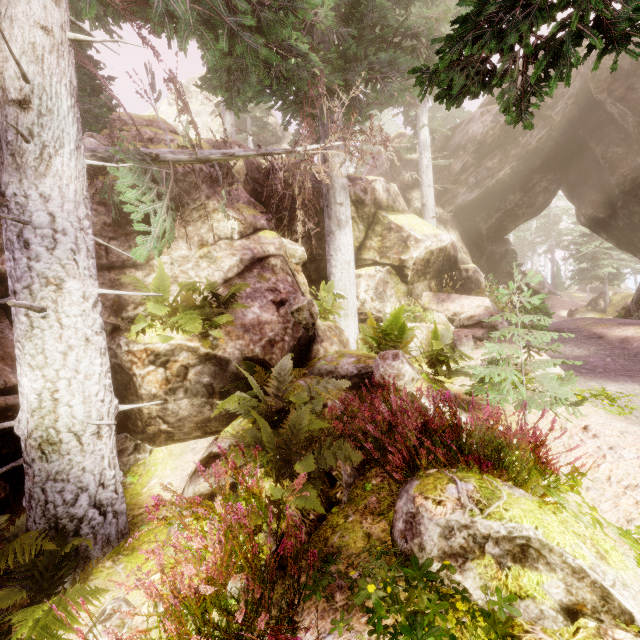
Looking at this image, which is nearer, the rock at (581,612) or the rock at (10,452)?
the rock at (581,612)

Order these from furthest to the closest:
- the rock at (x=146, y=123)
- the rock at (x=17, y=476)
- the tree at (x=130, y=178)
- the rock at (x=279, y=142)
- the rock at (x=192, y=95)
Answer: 1. the rock at (x=279, y=142)
2. the rock at (x=192, y=95)
3. the rock at (x=146, y=123)
4. the tree at (x=130, y=178)
5. the rock at (x=17, y=476)

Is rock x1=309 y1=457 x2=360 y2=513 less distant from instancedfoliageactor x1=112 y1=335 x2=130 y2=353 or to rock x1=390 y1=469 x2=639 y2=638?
instancedfoliageactor x1=112 y1=335 x2=130 y2=353

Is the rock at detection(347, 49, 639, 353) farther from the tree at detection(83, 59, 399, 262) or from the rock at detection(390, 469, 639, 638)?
the rock at detection(390, 469, 639, 638)

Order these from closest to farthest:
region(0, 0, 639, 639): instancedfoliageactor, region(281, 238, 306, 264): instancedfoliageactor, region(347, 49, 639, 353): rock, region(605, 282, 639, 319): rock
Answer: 1. region(0, 0, 639, 639): instancedfoliageactor
2. region(281, 238, 306, 264): instancedfoliageactor
3. region(347, 49, 639, 353): rock
4. region(605, 282, 639, 319): rock

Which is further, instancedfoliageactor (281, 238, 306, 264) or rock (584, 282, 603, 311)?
rock (584, 282, 603, 311)

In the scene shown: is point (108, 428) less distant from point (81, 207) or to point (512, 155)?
point (81, 207)
